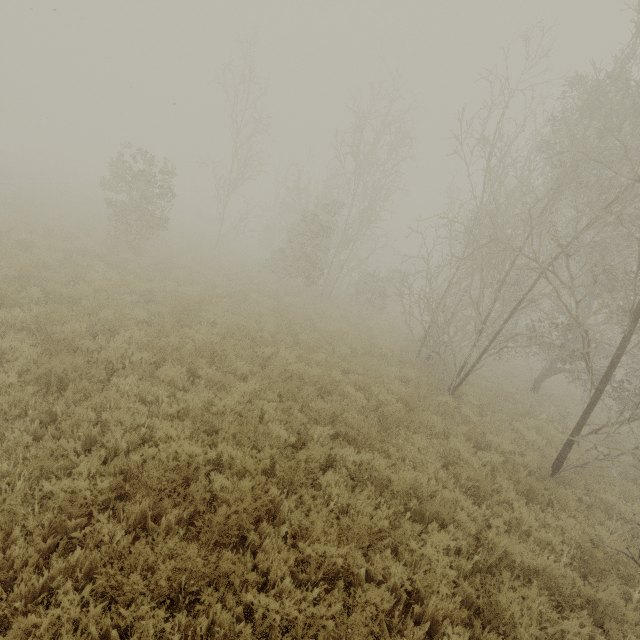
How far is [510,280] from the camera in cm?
1395

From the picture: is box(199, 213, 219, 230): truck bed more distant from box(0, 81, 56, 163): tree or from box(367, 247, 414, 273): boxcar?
box(367, 247, 414, 273): boxcar

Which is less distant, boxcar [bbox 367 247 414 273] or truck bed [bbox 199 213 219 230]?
truck bed [bbox 199 213 219 230]

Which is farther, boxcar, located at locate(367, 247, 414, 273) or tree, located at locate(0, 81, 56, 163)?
boxcar, located at locate(367, 247, 414, 273)

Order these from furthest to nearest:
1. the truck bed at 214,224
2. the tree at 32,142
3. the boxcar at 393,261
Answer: the boxcar at 393,261 < the tree at 32,142 < the truck bed at 214,224

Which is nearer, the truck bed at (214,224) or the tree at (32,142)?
→ the truck bed at (214,224)

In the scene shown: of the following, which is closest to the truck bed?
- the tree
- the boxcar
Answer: the tree
